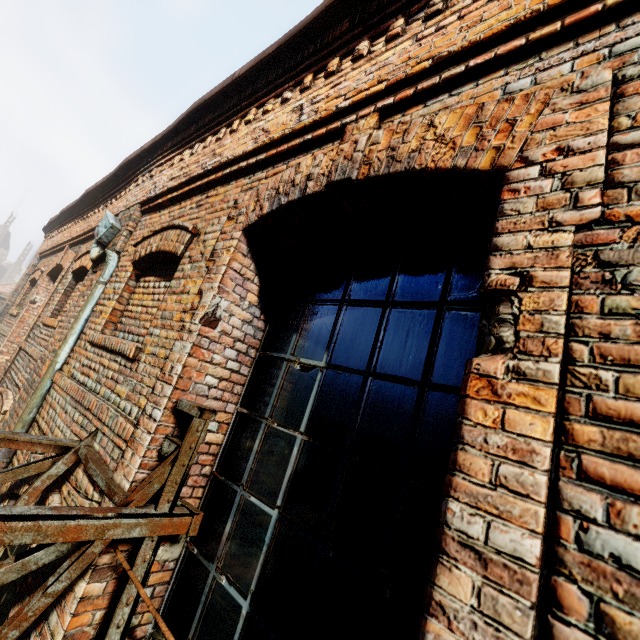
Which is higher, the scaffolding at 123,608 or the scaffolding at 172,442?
the scaffolding at 172,442

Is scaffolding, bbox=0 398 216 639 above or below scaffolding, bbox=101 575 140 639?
above

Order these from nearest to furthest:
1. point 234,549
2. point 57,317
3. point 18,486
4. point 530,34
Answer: point 530,34, point 234,549, point 18,486, point 57,317
